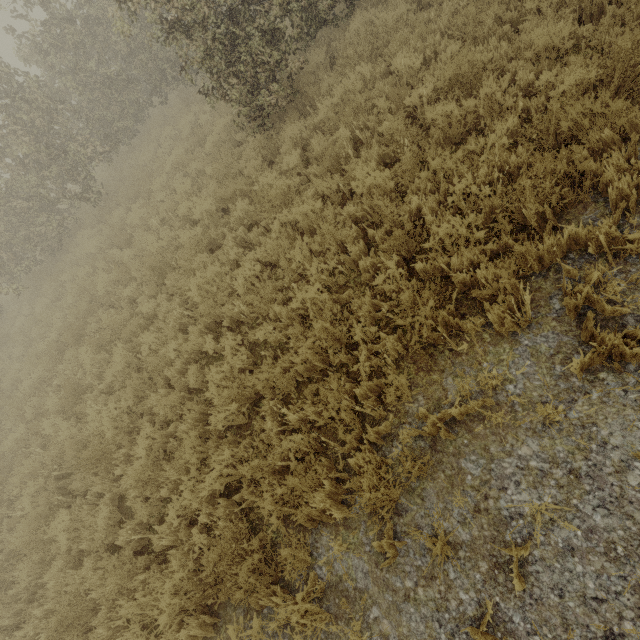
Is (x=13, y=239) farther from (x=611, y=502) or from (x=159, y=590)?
(x=611, y=502)
